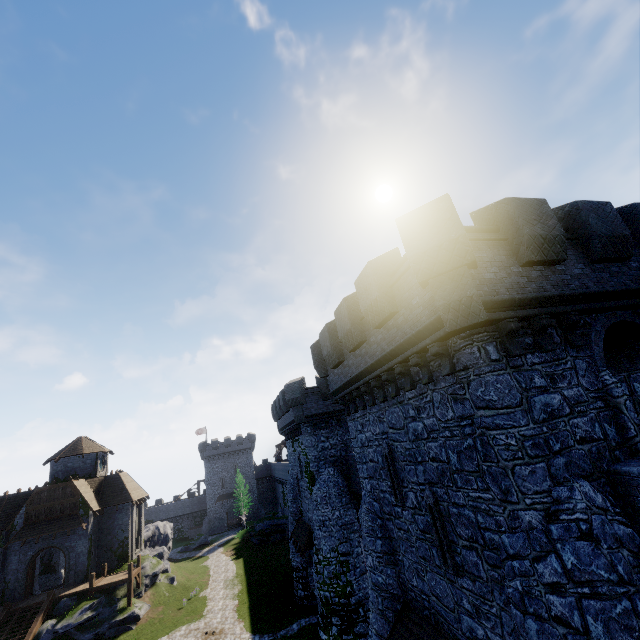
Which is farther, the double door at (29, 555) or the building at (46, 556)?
the building at (46, 556)

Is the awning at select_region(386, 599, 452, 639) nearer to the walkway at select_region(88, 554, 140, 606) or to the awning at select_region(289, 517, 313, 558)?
the awning at select_region(289, 517, 313, 558)

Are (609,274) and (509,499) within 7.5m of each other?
yes

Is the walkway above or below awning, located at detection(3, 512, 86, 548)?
below

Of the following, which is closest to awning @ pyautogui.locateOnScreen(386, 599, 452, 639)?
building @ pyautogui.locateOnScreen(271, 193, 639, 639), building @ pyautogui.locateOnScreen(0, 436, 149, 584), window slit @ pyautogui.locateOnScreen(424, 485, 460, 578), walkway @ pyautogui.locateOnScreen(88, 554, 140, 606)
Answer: building @ pyautogui.locateOnScreen(271, 193, 639, 639)

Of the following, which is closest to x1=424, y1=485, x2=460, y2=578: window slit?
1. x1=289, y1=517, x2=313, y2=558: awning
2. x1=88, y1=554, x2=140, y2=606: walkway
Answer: x1=289, y1=517, x2=313, y2=558: awning

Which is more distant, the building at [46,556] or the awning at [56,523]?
the building at [46,556]

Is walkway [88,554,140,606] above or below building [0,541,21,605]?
below
